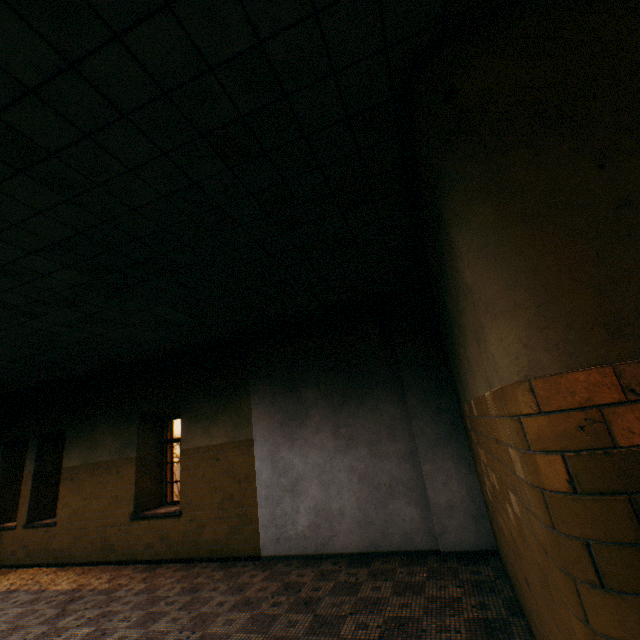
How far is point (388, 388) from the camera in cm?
559
